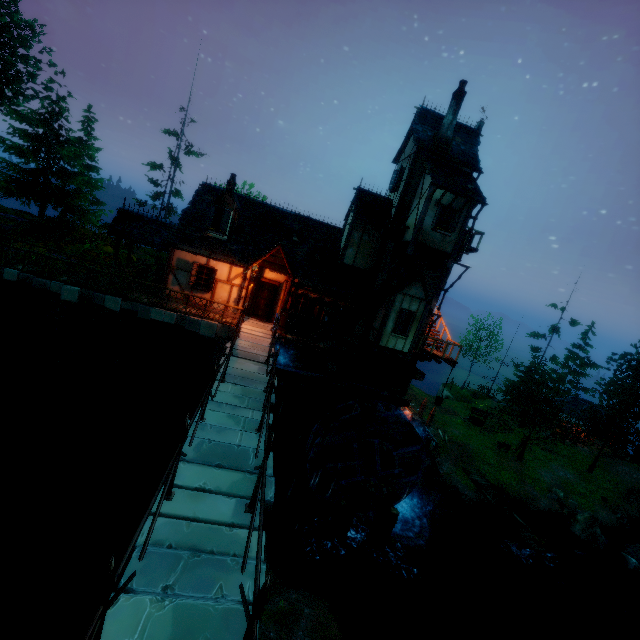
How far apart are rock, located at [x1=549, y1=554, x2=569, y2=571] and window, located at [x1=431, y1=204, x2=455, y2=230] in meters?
21.5 m

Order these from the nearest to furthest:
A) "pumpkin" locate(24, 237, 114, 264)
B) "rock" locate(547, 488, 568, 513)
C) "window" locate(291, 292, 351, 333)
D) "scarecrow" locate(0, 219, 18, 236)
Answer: "window" locate(291, 292, 351, 333) < "scarecrow" locate(0, 219, 18, 236) < "pumpkin" locate(24, 237, 114, 264) < "rock" locate(547, 488, 568, 513)

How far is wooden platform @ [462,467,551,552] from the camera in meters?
19.1 m

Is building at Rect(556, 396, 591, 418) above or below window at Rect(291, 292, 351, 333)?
below

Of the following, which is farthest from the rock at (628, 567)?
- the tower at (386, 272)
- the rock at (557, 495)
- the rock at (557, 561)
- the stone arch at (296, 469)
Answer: the tower at (386, 272)

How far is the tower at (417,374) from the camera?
18.6 meters

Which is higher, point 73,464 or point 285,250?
point 285,250

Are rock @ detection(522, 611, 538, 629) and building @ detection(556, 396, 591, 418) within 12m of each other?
no
